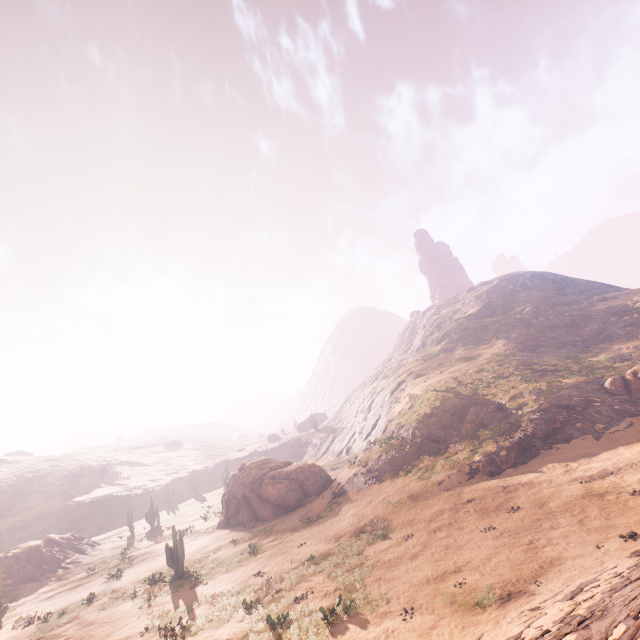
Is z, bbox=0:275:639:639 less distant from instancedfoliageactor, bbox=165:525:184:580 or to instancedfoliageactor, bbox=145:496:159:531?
instancedfoliageactor, bbox=165:525:184:580

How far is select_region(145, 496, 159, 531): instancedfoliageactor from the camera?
38.39m

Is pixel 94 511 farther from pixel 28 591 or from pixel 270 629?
pixel 270 629

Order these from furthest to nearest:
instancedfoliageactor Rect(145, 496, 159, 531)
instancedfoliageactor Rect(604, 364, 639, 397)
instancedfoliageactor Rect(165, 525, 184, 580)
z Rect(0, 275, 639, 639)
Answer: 1. instancedfoliageactor Rect(145, 496, 159, 531)
2. instancedfoliageactor Rect(604, 364, 639, 397)
3. instancedfoliageactor Rect(165, 525, 184, 580)
4. z Rect(0, 275, 639, 639)

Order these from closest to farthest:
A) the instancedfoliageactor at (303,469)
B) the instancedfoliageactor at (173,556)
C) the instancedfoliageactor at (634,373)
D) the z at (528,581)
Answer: the z at (528,581)
the instancedfoliageactor at (173,556)
the instancedfoliageactor at (634,373)
the instancedfoliageactor at (303,469)

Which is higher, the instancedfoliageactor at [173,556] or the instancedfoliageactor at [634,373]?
the instancedfoliageactor at [634,373]

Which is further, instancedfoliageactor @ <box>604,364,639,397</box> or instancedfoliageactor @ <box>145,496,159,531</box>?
instancedfoliageactor @ <box>145,496,159,531</box>

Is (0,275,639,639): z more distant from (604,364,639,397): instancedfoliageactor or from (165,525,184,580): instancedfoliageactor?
(165,525,184,580): instancedfoliageactor
